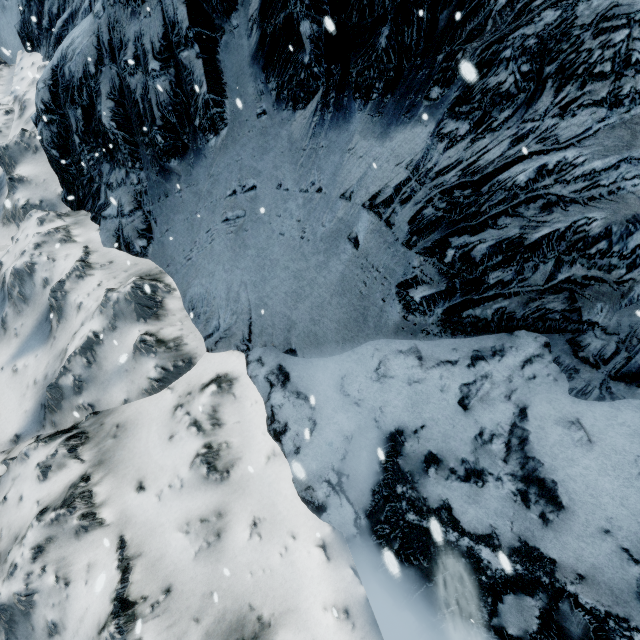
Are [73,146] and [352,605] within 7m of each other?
no
